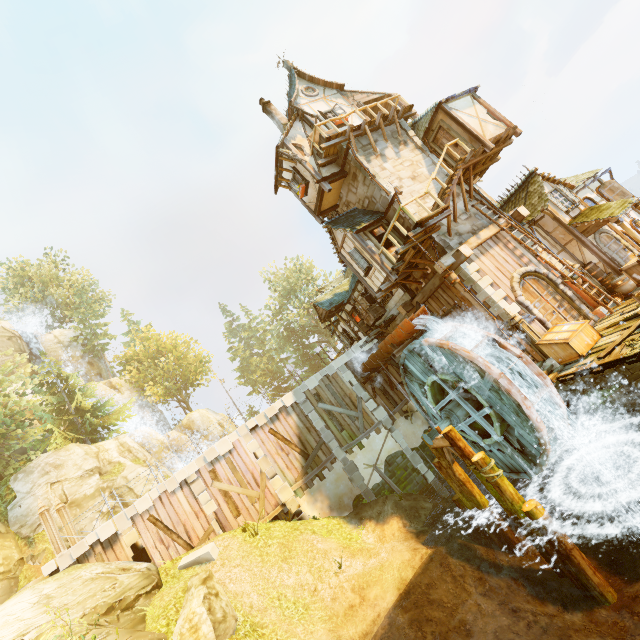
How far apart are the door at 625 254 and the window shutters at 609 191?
3.7 meters

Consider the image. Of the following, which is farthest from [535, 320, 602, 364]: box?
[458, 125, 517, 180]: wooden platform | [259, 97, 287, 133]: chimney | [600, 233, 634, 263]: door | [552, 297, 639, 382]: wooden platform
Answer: [259, 97, 287, 133]: chimney

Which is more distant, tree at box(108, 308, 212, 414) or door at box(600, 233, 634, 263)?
tree at box(108, 308, 212, 414)

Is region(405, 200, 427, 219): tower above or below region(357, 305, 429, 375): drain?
above

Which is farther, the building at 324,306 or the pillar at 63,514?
the pillar at 63,514

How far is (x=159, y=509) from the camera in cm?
1557

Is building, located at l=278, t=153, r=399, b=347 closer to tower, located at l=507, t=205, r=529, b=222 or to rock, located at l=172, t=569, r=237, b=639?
tower, located at l=507, t=205, r=529, b=222

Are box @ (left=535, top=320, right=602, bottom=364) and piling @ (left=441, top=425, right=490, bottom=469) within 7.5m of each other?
Result: yes
